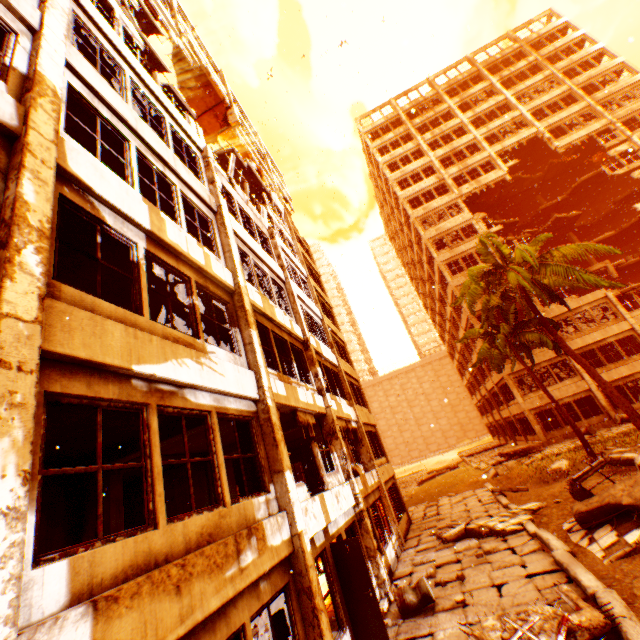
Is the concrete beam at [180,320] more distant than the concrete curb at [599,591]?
Yes

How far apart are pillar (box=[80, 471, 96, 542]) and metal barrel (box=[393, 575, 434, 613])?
7.3m

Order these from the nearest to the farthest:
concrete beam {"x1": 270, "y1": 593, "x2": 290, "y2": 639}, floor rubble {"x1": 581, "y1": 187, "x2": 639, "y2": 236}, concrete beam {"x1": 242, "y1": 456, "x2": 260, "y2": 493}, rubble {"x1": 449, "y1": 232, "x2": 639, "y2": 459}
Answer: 1. concrete beam {"x1": 270, "y1": 593, "x2": 290, "y2": 639}
2. concrete beam {"x1": 242, "y1": 456, "x2": 260, "y2": 493}
3. rubble {"x1": 449, "y1": 232, "x2": 639, "y2": 459}
4. floor rubble {"x1": 581, "y1": 187, "x2": 639, "y2": 236}

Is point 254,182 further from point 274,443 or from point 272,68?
point 274,443

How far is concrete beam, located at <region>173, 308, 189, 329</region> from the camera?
9.0m

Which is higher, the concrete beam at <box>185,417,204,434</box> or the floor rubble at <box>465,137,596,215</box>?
the floor rubble at <box>465,137,596,215</box>

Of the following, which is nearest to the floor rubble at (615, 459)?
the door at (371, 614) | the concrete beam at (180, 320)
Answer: the door at (371, 614)

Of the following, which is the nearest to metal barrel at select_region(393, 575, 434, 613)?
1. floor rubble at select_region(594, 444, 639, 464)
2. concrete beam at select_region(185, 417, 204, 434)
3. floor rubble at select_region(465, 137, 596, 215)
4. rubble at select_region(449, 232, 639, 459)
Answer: rubble at select_region(449, 232, 639, 459)
